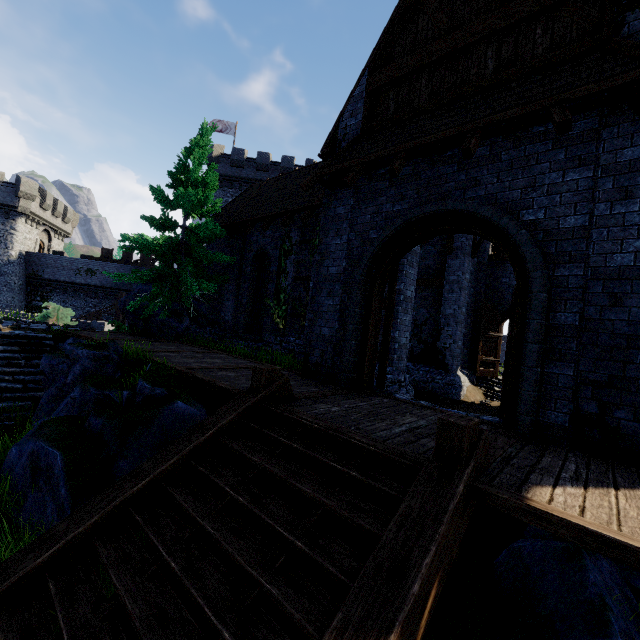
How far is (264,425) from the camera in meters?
4.5

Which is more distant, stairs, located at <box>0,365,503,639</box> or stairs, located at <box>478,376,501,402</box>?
stairs, located at <box>478,376,501,402</box>

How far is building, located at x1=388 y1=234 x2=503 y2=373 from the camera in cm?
995

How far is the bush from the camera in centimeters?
1948cm

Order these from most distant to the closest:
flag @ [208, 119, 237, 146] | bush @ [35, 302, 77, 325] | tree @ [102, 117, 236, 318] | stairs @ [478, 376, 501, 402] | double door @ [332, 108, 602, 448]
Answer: flag @ [208, 119, 237, 146] → bush @ [35, 302, 77, 325] → stairs @ [478, 376, 501, 402] → tree @ [102, 117, 236, 318] → double door @ [332, 108, 602, 448]

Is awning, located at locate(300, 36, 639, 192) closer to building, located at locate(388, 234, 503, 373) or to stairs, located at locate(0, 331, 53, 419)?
building, located at locate(388, 234, 503, 373)

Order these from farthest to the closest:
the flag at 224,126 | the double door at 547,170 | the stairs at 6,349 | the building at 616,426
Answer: the flag at 224,126 < the stairs at 6,349 < the double door at 547,170 < the building at 616,426

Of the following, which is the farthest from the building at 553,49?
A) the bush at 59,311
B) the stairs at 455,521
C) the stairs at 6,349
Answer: the bush at 59,311
